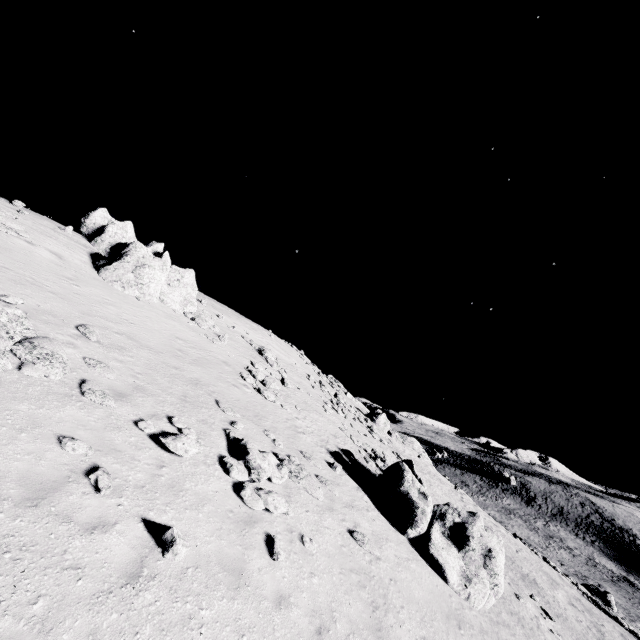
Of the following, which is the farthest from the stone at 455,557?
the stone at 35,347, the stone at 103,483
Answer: the stone at 35,347

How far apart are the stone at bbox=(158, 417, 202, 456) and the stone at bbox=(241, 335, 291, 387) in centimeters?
1622cm

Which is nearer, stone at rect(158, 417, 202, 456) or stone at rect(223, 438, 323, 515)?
stone at rect(158, 417, 202, 456)

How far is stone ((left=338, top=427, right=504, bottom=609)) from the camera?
12.9m

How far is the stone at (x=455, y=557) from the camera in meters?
12.9 m

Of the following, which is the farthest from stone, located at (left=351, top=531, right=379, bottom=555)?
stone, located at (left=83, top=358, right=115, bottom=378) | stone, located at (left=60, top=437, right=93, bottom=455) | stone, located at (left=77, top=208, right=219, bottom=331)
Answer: stone, located at (left=77, top=208, right=219, bottom=331)

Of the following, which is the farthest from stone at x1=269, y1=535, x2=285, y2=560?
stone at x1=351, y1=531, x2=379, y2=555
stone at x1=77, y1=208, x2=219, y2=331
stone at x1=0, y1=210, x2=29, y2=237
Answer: stone at x1=0, y1=210, x2=29, y2=237

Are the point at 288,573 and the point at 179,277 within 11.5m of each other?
no
